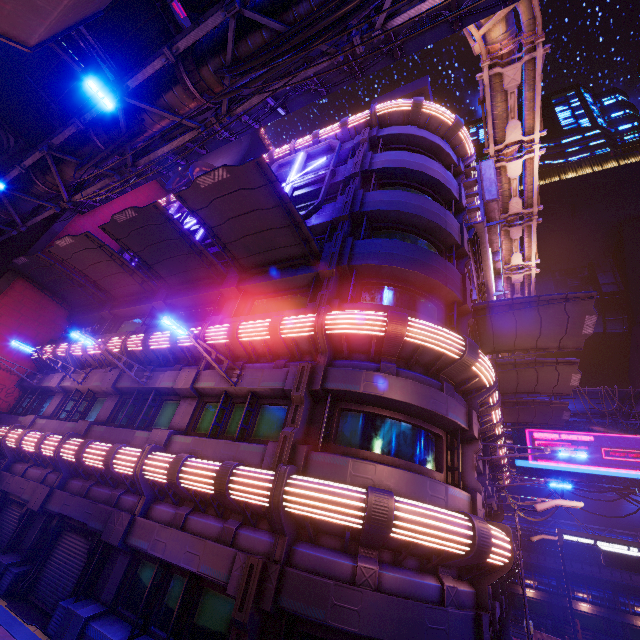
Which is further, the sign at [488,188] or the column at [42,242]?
the column at [42,242]

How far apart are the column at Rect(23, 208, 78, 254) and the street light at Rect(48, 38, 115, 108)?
15.44m

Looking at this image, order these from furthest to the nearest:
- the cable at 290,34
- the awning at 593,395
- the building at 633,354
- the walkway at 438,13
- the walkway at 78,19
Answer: the building at 633,354, the awning at 593,395, the walkway at 438,13, the walkway at 78,19, the cable at 290,34

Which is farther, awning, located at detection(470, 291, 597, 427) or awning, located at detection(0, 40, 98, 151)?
awning, located at detection(0, 40, 98, 151)

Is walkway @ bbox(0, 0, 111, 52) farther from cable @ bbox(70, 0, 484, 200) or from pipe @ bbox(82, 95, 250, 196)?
cable @ bbox(70, 0, 484, 200)

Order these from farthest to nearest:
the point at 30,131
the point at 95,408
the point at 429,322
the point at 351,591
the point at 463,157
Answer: the point at 30,131 → the point at 463,157 → the point at 95,408 → the point at 429,322 → the point at 351,591

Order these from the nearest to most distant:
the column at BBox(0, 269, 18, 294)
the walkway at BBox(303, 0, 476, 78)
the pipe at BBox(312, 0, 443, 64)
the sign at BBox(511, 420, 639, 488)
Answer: the pipe at BBox(312, 0, 443, 64) < the walkway at BBox(303, 0, 476, 78) < the column at BBox(0, 269, 18, 294) < the sign at BBox(511, 420, 639, 488)

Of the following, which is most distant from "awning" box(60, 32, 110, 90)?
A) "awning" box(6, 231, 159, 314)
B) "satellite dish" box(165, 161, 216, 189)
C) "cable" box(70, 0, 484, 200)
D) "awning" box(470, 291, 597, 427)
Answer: "awning" box(470, 291, 597, 427)
